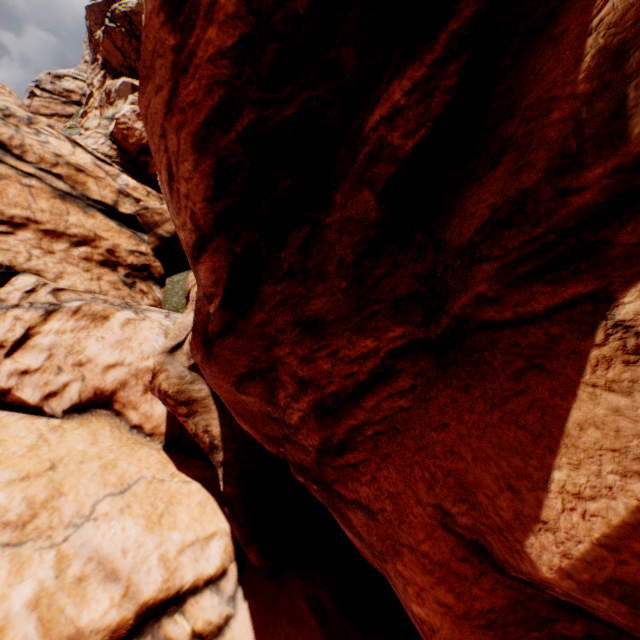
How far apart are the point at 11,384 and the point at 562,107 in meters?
14.7
